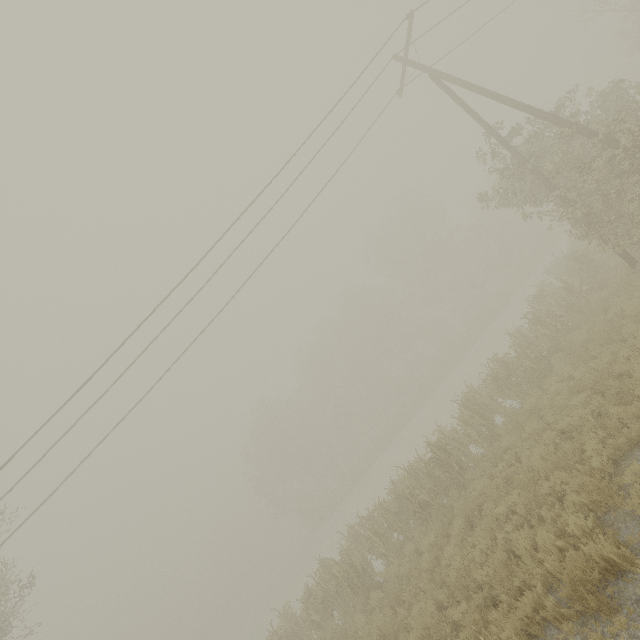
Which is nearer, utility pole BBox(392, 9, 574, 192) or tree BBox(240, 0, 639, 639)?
utility pole BBox(392, 9, 574, 192)

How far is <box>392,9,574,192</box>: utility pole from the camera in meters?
10.8 m

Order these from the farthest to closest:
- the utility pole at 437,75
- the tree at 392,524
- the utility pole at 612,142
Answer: the tree at 392,524 < the utility pole at 437,75 < the utility pole at 612,142

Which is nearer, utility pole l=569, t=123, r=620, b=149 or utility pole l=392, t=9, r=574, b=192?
utility pole l=569, t=123, r=620, b=149

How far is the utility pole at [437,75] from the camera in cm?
1083

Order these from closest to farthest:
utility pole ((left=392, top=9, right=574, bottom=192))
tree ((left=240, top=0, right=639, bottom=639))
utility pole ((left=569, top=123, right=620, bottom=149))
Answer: utility pole ((left=569, top=123, right=620, bottom=149))
utility pole ((left=392, top=9, right=574, bottom=192))
tree ((left=240, top=0, right=639, bottom=639))

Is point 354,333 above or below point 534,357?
above
